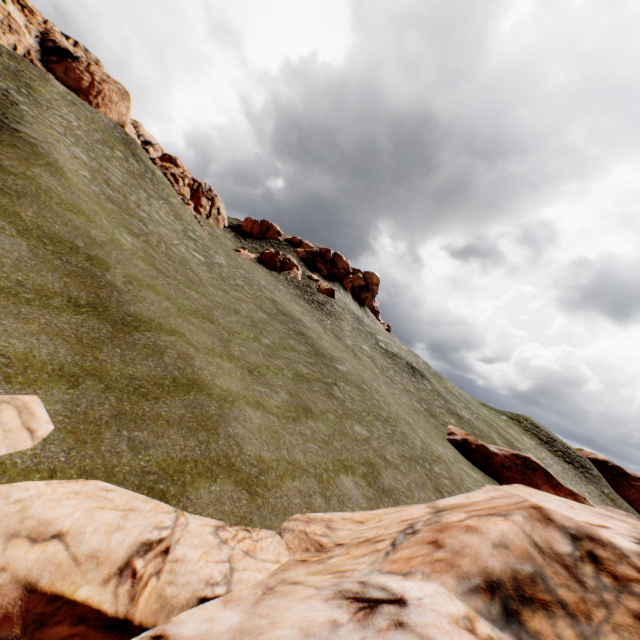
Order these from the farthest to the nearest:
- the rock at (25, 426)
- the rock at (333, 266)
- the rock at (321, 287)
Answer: the rock at (333, 266)
the rock at (321, 287)
the rock at (25, 426)

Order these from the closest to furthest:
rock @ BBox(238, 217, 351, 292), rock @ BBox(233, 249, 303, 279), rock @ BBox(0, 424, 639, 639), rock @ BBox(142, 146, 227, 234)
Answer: rock @ BBox(0, 424, 639, 639)
rock @ BBox(142, 146, 227, 234)
rock @ BBox(233, 249, 303, 279)
rock @ BBox(238, 217, 351, 292)

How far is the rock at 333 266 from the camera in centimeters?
5212cm

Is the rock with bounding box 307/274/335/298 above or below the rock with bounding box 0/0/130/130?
below

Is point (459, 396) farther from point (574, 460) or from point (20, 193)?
point (20, 193)

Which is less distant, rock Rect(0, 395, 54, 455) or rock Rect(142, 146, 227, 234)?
rock Rect(0, 395, 54, 455)

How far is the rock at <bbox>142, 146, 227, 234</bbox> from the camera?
38.70m
